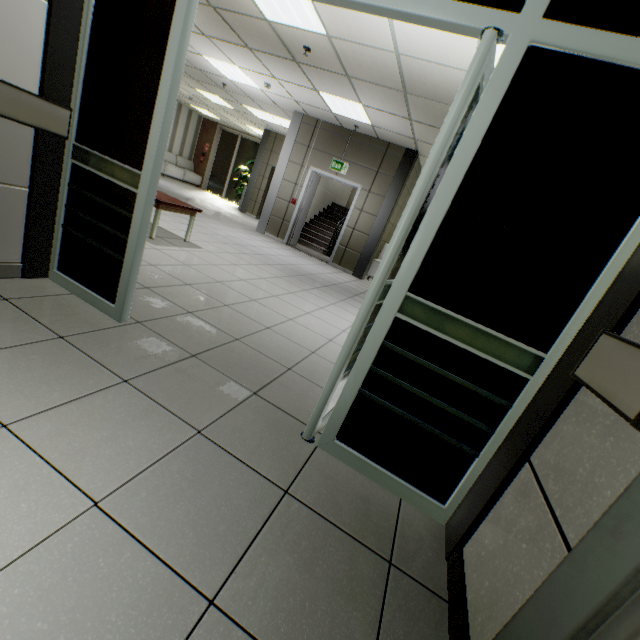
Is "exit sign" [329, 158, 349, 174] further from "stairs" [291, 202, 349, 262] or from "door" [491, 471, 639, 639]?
"door" [491, 471, 639, 639]

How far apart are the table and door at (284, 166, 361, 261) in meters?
4.3

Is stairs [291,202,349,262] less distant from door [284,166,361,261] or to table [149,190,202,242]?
door [284,166,361,261]

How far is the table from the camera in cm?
421

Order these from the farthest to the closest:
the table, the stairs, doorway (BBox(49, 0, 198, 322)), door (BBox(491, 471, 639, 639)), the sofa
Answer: the sofa < the stairs < the table < doorway (BBox(49, 0, 198, 322)) < door (BBox(491, 471, 639, 639))

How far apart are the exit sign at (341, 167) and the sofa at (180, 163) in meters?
9.7 m

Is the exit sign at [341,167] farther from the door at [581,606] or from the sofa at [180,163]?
the sofa at [180,163]

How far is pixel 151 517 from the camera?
1.10m
